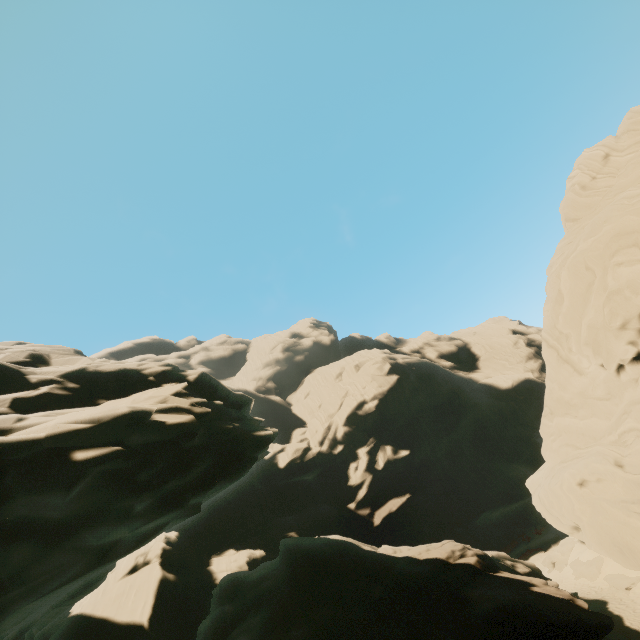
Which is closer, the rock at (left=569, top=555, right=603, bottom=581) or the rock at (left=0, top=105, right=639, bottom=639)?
the rock at (left=0, top=105, right=639, bottom=639)

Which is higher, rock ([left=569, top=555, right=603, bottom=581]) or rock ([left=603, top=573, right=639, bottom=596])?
rock ([left=569, top=555, right=603, bottom=581])

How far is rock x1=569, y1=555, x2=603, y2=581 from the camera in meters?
23.7 m

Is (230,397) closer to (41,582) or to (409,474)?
(41,582)

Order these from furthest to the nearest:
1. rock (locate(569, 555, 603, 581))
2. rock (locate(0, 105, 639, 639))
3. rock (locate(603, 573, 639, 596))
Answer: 1. rock (locate(569, 555, 603, 581))
2. rock (locate(603, 573, 639, 596))
3. rock (locate(0, 105, 639, 639))

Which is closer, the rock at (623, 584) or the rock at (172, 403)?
the rock at (172, 403)
